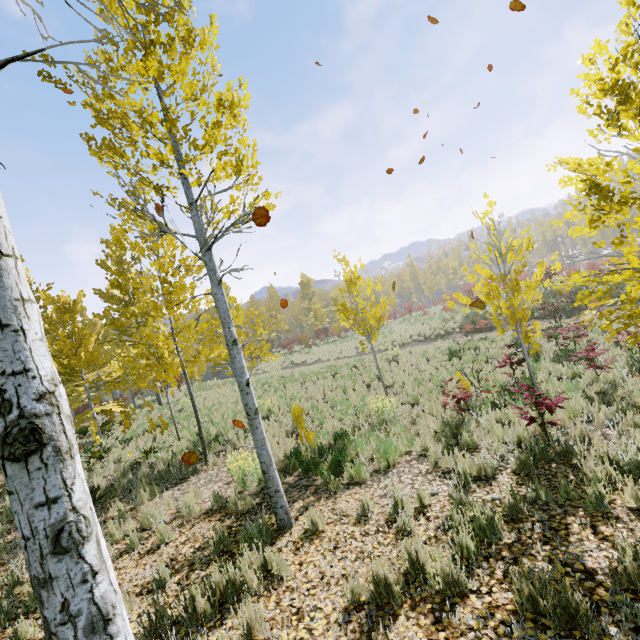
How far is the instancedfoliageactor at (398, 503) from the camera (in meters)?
4.27

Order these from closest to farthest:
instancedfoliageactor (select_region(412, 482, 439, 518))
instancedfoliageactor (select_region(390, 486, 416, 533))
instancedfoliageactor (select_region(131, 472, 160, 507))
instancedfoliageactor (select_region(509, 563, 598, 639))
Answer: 1. instancedfoliageactor (select_region(509, 563, 598, 639))
2. instancedfoliageactor (select_region(390, 486, 416, 533))
3. instancedfoliageactor (select_region(412, 482, 439, 518))
4. instancedfoliageactor (select_region(131, 472, 160, 507))

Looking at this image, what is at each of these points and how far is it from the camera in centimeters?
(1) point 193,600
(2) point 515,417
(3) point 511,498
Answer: (1) instancedfoliageactor, 364cm
(2) instancedfoliageactor, 684cm
(3) instancedfoliageactor, 428cm

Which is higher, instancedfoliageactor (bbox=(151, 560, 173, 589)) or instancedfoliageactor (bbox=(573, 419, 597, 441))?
instancedfoliageactor (bbox=(151, 560, 173, 589))

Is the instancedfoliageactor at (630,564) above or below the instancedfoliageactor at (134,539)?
below

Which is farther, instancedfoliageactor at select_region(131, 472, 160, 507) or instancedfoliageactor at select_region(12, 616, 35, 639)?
instancedfoliageactor at select_region(131, 472, 160, 507)
